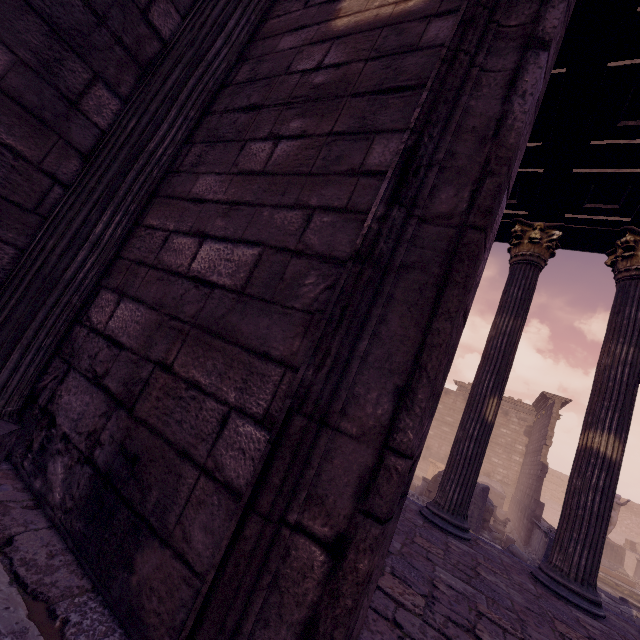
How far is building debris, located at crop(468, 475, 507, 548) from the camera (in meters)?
10.42

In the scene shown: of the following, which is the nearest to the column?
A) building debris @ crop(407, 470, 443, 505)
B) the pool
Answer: building debris @ crop(407, 470, 443, 505)

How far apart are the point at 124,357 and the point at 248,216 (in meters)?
0.96

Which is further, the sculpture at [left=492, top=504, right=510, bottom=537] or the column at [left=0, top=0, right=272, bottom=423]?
the sculpture at [left=492, top=504, right=510, bottom=537]

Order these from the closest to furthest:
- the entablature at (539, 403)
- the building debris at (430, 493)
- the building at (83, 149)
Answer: the building at (83, 149)
the building debris at (430, 493)
the entablature at (539, 403)

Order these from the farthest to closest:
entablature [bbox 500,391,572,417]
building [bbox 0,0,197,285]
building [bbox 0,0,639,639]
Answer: entablature [bbox 500,391,572,417] → building [bbox 0,0,197,285] → building [bbox 0,0,639,639]

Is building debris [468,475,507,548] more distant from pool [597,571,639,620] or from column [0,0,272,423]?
column [0,0,272,423]

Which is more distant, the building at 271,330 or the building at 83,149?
the building at 83,149
